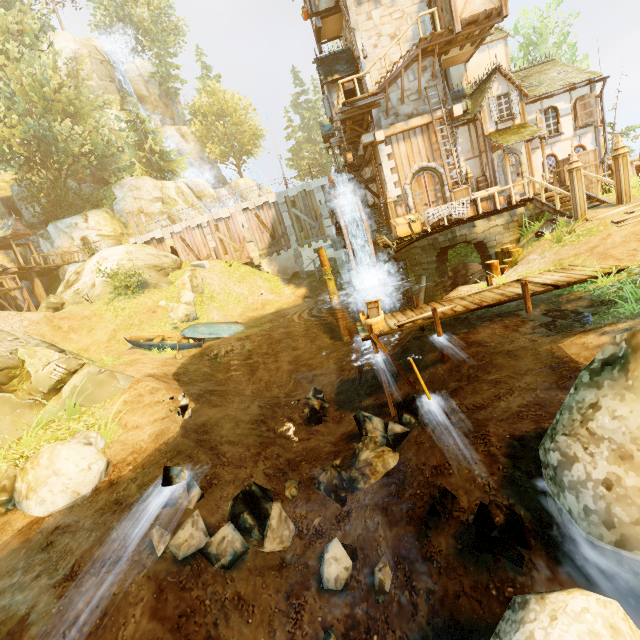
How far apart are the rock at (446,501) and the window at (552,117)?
19.9 meters

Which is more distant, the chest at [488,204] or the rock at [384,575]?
the chest at [488,204]

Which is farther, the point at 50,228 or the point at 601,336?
the point at 50,228

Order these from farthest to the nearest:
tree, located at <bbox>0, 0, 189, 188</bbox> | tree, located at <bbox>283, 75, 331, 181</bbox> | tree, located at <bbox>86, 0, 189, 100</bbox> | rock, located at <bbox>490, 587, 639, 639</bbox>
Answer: tree, located at <bbox>283, 75, 331, 181</bbox>, tree, located at <bbox>86, 0, 189, 100</bbox>, tree, located at <bbox>0, 0, 189, 188</bbox>, rock, located at <bbox>490, 587, 639, 639</bbox>

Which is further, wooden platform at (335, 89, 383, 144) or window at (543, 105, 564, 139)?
window at (543, 105, 564, 139)

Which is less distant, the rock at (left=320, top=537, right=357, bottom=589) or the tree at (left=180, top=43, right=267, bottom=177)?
the rock at (left=320, top=537, right=357, bottom=589)

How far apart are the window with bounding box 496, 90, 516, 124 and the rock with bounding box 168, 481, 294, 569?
19.15m

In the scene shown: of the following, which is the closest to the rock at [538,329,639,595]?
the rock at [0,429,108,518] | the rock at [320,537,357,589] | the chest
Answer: the rock at [320,537,357,589]
